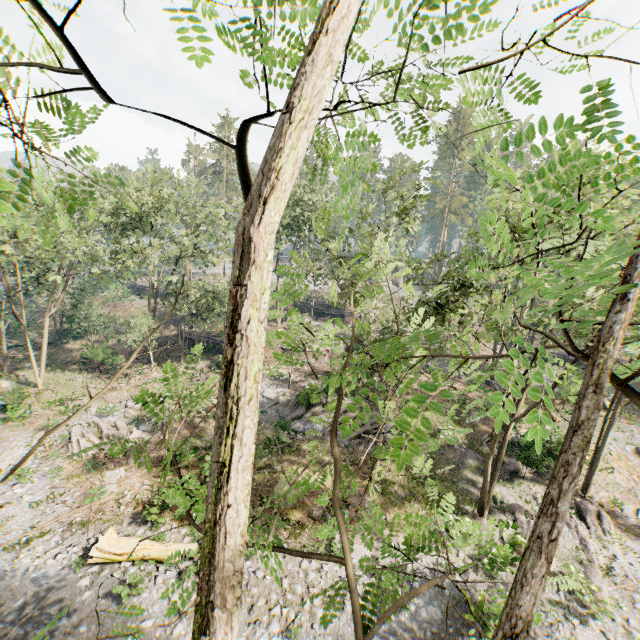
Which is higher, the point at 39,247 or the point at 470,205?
the point at 470,205

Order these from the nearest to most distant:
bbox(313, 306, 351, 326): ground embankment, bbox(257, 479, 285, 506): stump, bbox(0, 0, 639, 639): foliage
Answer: bbox(0, 0, 639, 639): foliage → bbox(257, 479, 285, 506): stump → bbox(313, 306, 351, 326): ground embankment

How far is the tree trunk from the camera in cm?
1348

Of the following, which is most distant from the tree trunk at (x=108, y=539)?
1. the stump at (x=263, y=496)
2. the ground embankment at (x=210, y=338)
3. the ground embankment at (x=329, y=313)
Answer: the ground embankment at (x=329, y=313)

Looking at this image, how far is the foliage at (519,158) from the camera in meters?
1.9

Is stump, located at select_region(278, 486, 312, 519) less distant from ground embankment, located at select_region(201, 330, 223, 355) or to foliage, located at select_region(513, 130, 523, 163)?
foliage, located at select_region(513, 130, 523, 163)

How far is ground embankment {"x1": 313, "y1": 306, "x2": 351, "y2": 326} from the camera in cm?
4809

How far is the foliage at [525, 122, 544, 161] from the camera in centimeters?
186cm
